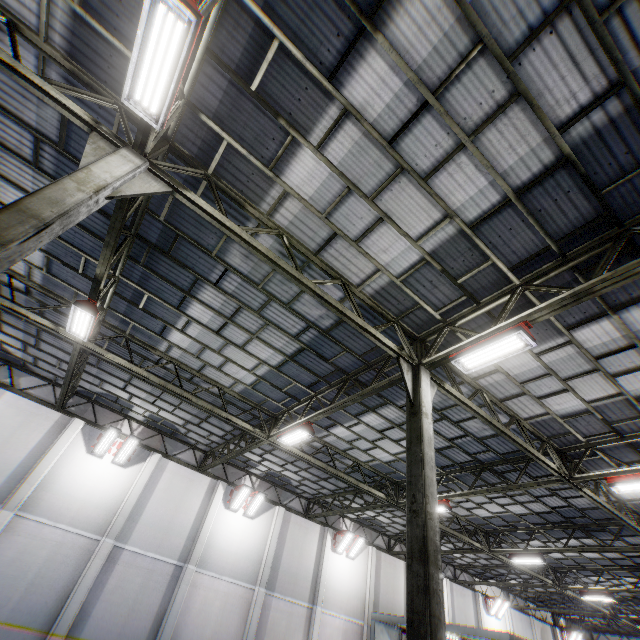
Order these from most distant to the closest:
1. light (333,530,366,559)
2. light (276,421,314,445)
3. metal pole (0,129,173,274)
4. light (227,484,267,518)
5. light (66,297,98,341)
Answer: light (333,530,366,559) < light (227,484,267,518) < light (276,421,314,445) < light (66,297,98,341) < metal pole (0,129,173,274)

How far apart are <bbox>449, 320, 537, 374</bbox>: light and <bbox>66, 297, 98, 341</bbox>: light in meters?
9.1 m

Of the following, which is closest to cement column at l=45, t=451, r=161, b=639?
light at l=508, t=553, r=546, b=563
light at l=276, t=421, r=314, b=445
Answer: light at l=276, t=421, r=314, b=445

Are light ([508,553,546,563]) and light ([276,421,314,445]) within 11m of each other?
no

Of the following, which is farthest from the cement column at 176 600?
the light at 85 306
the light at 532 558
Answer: Answer: the light at 532 558

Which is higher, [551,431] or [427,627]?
[551,431]

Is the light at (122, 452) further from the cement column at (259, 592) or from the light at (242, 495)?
the cement column at (259, 592)

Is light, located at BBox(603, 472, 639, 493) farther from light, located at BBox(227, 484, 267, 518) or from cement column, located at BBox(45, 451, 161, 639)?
cement column, located at BBox(45, 451, 161, 639)
